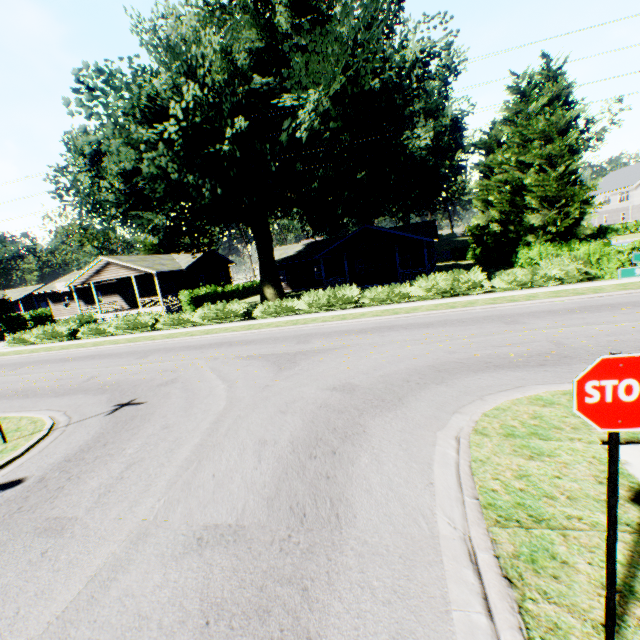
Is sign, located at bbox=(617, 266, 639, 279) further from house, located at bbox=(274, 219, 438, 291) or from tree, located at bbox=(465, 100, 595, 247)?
tree, located at bbox=(465, 100, 595, 247)

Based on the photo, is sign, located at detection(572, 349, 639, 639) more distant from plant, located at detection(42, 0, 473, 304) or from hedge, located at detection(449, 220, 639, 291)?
hedge, located at detection(449, 220, 639, 291)

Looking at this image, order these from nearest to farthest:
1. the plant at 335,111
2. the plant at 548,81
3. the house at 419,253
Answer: the plant at 335,111 < the house at 419,253 < the plant at 548,81

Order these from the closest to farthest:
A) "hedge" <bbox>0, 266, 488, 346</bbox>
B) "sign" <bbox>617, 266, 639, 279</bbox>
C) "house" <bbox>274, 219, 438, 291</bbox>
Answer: "sign" <bbox>617, 266, 639, 279</bbox> < "hedge" <bbox>0, 266, 488, 346</bbox> < "house" <bbox>274, 219, 438, 291</bbox>

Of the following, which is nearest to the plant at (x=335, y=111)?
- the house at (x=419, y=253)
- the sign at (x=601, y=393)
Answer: the house at (x=419, y=253)

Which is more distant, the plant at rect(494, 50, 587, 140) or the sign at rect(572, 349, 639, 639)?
the plant at rect(494, 50, 587, 140)

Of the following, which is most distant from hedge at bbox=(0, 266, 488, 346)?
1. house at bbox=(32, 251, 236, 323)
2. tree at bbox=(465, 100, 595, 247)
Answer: house at bbox=(32, 251, 236, 323)

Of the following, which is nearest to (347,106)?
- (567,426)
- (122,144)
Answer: (122,144)
